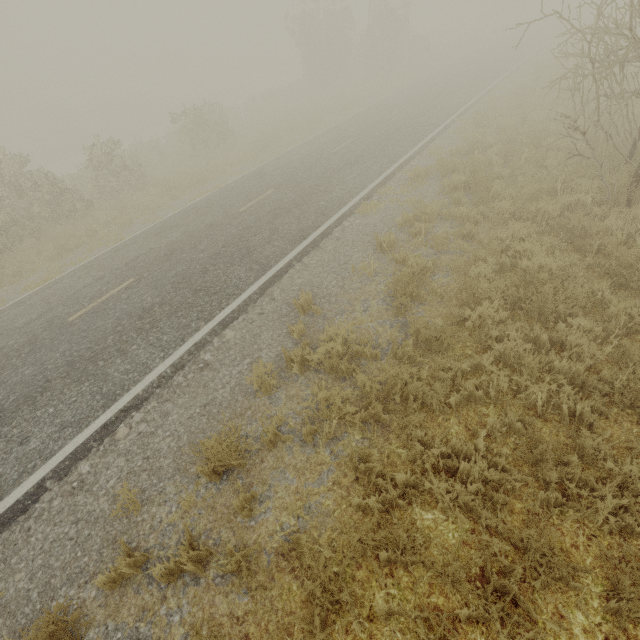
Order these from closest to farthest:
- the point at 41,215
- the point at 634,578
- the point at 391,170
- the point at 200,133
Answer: the point at 634,578 < the point at 391,170 < the point at 41,215 < the point at 200,133
